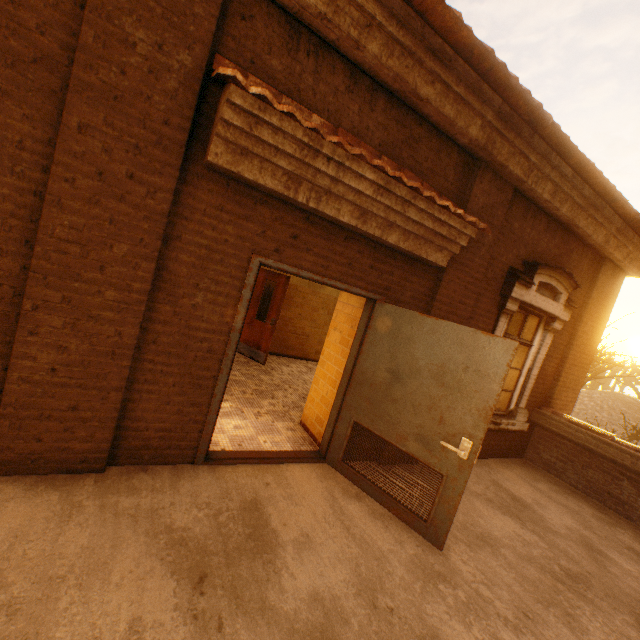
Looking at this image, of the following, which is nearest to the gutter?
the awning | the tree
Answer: the awning

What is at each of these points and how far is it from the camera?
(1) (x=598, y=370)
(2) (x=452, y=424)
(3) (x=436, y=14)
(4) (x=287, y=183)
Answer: (1) tree, 23.77m
(2) door, 3.12m
(3) gutter, 2.53m
(4) awning, 2.84m

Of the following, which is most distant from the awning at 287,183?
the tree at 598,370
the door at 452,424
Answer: the tree at 598,370

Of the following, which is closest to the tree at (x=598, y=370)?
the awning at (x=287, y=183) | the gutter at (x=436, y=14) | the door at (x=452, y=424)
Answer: the gutter at (x=436, y=14)

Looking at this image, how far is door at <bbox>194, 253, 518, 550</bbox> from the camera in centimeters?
303cm

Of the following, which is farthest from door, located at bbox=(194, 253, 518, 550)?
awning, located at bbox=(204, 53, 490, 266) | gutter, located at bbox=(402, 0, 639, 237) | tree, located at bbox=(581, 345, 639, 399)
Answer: tree, located at bbox=(581, 345, 639, 399)

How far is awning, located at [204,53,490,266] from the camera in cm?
242

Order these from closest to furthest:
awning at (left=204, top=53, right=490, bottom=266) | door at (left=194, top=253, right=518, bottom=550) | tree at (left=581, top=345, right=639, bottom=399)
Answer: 1. awning at (left=204, top=53, right=490, bottom=266)
2. door at (left=194, top=253, right=518, bottom=550)
3. tree at (left=581, top=345, right=639, bottom=399)
